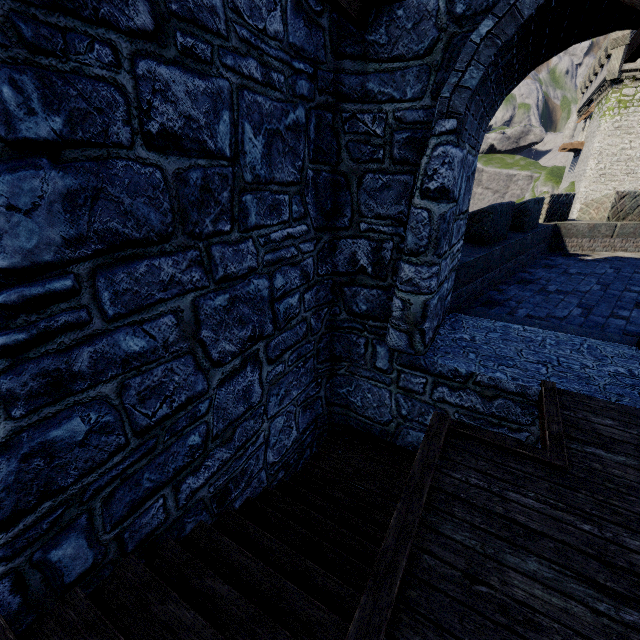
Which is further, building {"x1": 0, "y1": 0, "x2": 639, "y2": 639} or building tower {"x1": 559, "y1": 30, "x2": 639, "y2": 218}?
building tower {"x1": 559, "y1": 30, "x2": 639, "y2": 218}

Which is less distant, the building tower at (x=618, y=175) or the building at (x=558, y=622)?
the building at (x=558, y=622)

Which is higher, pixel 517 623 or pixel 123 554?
pixel 517 623
